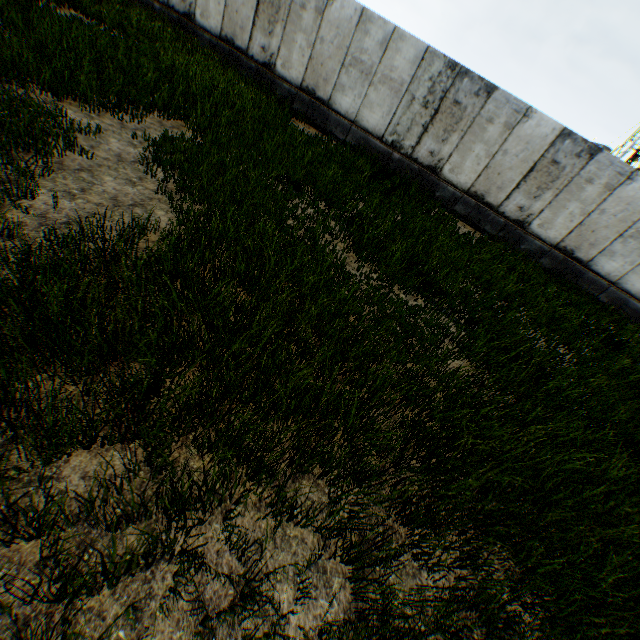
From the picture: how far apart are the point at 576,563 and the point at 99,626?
4.3 meters
